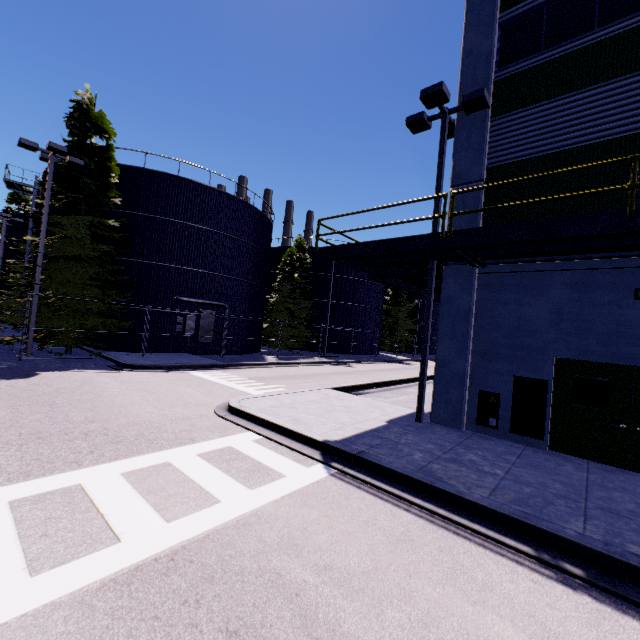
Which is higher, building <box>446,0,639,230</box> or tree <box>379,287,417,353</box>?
building <box>446,0,639,230</box>

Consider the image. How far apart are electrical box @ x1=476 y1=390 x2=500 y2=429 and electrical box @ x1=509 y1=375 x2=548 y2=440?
0.22m

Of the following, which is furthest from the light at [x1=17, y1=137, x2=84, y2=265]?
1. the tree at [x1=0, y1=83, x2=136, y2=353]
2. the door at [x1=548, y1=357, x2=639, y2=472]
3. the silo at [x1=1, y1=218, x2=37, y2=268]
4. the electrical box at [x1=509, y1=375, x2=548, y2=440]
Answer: the silo at [x1=1, y1=218, x2=37, y2=268]

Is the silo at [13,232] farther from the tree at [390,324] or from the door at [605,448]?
the door at [605,448]

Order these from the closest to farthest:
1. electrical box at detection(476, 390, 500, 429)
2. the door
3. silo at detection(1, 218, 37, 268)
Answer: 1. the door
2. electrical box at detection(476, 390, 500, 429)
3. silo at detection(1, 218, 37, 268)

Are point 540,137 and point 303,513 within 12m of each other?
yes

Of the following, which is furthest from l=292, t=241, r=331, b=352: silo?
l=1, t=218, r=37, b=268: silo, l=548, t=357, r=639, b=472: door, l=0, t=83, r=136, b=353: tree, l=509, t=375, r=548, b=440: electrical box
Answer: l=548, t=357, r=639, b=472: door

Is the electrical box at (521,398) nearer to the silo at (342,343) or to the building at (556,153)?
the building at (556,153)
